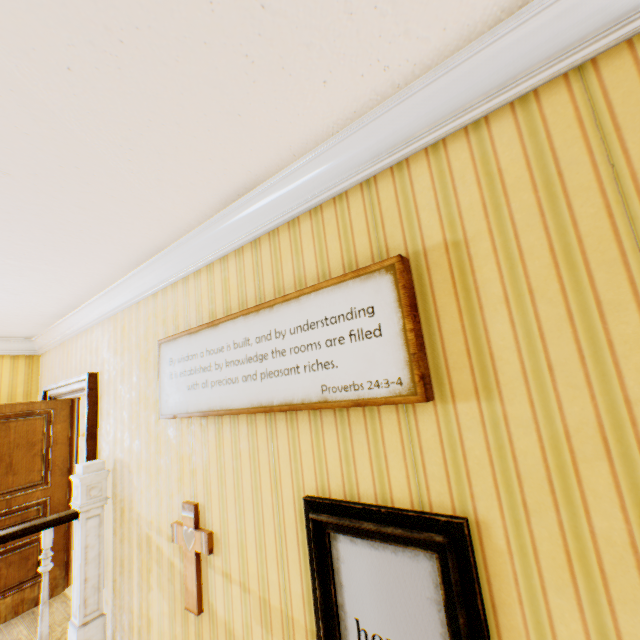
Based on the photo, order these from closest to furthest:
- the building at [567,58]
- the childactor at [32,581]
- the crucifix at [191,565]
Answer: the building at [567,58]
the crucifix at [191,565]
the childactor at [32,581]

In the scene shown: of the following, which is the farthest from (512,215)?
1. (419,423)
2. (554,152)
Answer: (419,423)

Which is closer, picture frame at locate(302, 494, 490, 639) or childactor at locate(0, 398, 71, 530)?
picture frame at locate(302, 494, 490, 639)

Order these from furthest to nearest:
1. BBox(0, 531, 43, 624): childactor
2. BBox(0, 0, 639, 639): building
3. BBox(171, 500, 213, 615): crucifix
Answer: BBox(0, 531, 43, 624): childactor, BBox(171, 500, 213, 615): crucifix, BBox(0, 0, 639, 639): building

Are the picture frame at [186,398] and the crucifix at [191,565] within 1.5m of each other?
yes

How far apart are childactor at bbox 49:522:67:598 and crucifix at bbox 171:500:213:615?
2.8m

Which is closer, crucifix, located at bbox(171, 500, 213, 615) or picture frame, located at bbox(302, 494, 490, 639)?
picture frame, located at bbox(302, 494, 490, 639)

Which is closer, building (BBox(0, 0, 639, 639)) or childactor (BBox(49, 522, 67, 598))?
building (BBox(0, 0, 639, 639))
